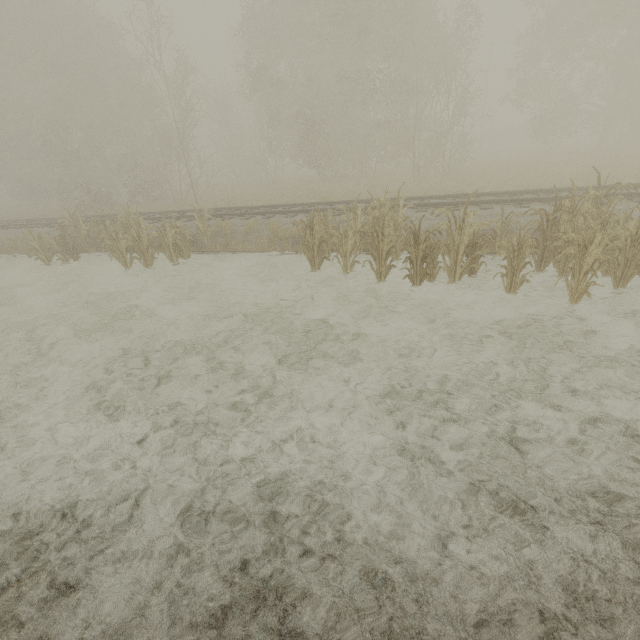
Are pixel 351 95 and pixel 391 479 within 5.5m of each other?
no
